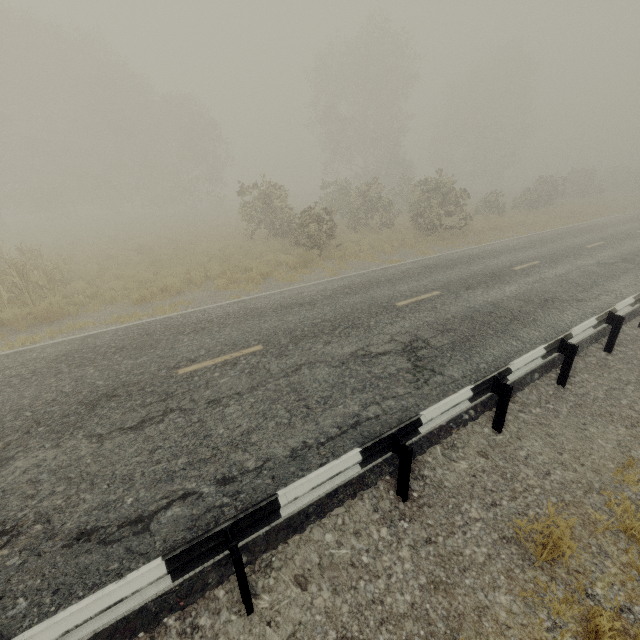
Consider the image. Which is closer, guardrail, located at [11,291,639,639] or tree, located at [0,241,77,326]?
guardrail, located at [11,291,639,639]

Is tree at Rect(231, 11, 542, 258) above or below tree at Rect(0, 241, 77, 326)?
above

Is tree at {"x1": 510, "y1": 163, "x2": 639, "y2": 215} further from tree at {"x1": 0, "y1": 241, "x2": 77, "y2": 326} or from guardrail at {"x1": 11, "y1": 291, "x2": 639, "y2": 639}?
tree at {"x1": 0, "y1": 241, "x2": 77, "y2": 326}

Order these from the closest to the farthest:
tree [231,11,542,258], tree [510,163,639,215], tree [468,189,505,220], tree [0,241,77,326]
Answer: tree [0,241,77,326], tree [231,11,542,258], tree [468,189,505,220], tree [510,163,639,215]

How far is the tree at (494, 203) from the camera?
24.3m

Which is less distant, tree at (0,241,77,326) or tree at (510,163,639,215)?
tree at (0,241,77,326)

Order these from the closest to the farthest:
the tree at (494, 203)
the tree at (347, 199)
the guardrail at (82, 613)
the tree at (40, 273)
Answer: the guardrail at (82, 613) < the tree at (40, 273) < the tree at (347, 199) < the tree at (494, 203)

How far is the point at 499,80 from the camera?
42.22m
